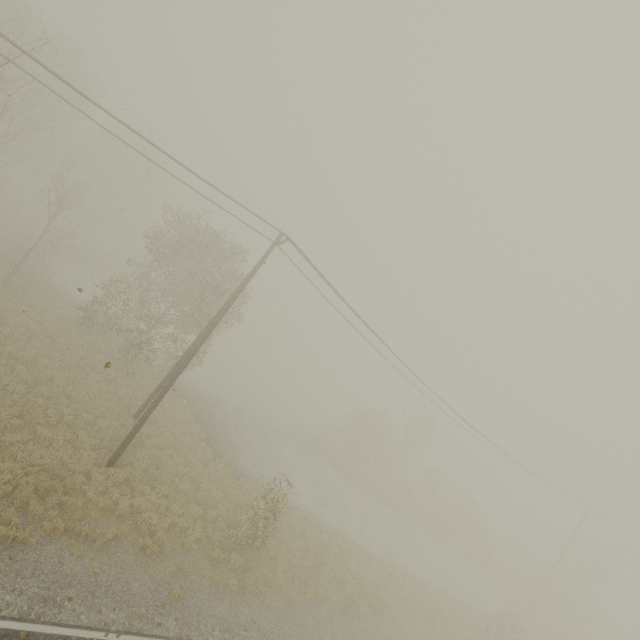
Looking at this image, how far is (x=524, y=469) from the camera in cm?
2377

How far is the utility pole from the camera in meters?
13.4 m

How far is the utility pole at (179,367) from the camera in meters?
13.4 m
